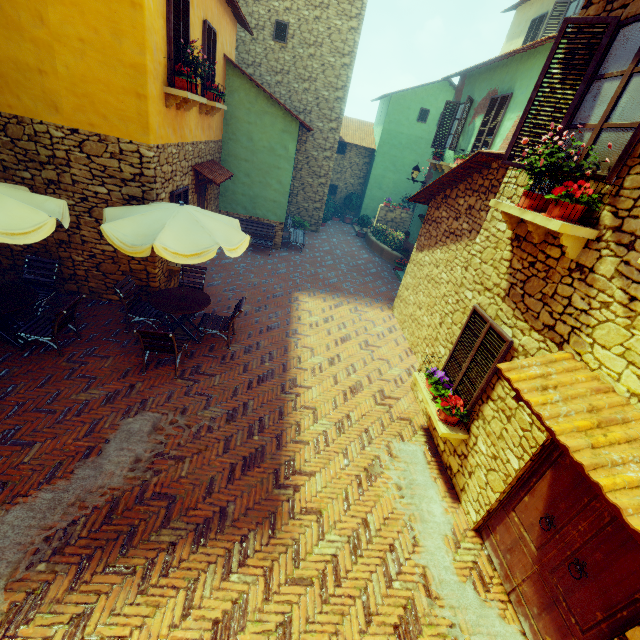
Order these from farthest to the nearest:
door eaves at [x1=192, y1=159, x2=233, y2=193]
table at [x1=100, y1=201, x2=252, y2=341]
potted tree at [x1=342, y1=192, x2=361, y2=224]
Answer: potted tree at [x1=342, y1=192, x2=361, y2=224]
door eaves at [x1=192, y1=159, x2=233, y2=193]
table at [x1=100, y1=201, x2=252, y2=341]

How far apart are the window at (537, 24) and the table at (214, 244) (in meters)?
17.18

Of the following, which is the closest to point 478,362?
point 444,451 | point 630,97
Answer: point 444,451

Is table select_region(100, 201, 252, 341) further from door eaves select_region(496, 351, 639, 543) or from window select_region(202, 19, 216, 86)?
door eaves select_region(496, 351, 639, 543)

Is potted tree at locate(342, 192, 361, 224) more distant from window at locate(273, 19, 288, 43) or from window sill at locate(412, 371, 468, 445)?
window sill at locate(412, 371, 468, 445)

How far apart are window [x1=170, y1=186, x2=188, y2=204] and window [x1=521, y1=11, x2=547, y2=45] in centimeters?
1703cm

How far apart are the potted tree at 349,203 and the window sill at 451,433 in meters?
16.7

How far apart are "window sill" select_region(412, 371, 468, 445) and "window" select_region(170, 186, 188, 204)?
6.5 meters
